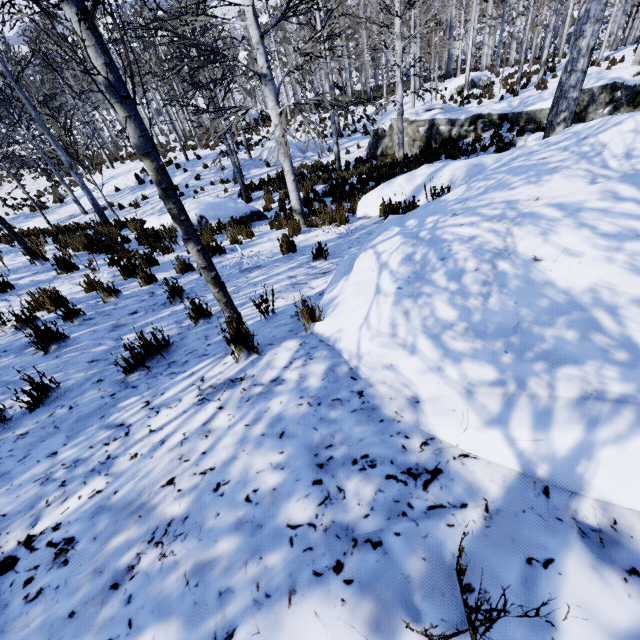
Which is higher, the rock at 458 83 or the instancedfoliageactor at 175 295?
the instancedfoliageactor at 175 295

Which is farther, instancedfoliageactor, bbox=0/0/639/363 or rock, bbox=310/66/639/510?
instancedfoliageactor, bbox=0/0/639/363

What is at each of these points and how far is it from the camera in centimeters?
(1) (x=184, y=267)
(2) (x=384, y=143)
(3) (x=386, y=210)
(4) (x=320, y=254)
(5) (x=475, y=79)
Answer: (1) instancedfoliageactor, 532cm
(2) rock, 1564cm
(3) instancedfoliageactor, 654cm
(4) instancedfoliageactor, 476cm
(5) rock, 2152cm

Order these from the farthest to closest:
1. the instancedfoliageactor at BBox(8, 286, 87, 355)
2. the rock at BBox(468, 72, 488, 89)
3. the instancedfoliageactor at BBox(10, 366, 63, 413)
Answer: the rock at BBox(468, 72, 488, 89)
the instancedfoliageactor at BBox(8, 286, 87, 355)
the instancedfoliageactor at BBox(10, 366, 63, 413)

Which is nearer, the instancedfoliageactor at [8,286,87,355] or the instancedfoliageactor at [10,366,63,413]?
the instancedfoliageactor at [10,366,63,413]

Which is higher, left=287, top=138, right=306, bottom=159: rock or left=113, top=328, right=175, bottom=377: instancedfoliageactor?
left=113, top=328, right=175, bottom=377: instancedfoliageactor

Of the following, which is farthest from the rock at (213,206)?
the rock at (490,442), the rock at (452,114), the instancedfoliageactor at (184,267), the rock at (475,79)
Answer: the rock at (475,79)

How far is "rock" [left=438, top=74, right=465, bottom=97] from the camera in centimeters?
2164cm
